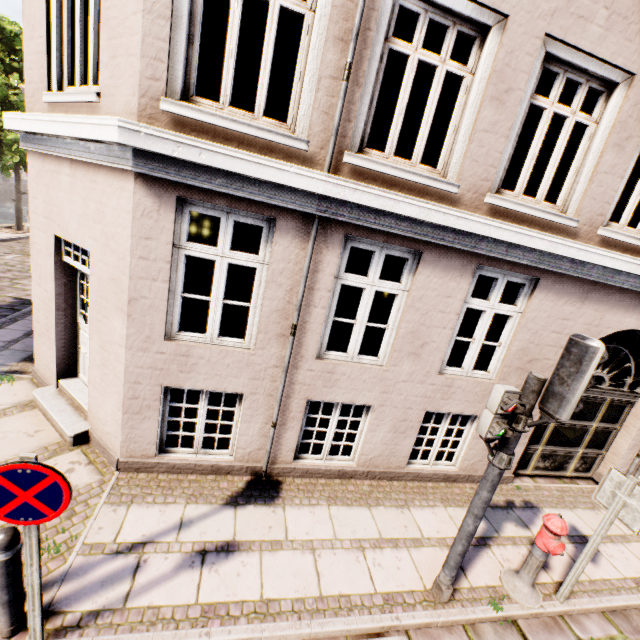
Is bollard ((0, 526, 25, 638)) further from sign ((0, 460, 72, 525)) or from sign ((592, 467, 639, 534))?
sign ((592, 467, 639, 534))

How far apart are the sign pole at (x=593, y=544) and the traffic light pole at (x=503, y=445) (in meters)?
1.63

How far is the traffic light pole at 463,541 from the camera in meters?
3.3 m

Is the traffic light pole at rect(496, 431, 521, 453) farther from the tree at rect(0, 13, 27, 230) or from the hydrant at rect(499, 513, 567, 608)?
the tree at rect(0, 13, 27, 230)

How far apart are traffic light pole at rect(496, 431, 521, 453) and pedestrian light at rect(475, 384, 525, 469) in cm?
2

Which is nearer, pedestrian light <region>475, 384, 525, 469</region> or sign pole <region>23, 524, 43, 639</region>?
sign pole <region>23, 524, 43, 639</region>

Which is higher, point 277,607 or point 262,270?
point 262,270

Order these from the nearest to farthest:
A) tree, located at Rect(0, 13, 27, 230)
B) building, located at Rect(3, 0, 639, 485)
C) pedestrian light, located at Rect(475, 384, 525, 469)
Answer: pedestrian light, located at Rect(475, 384, 525, 469) < building, located at Rect(3, 0, 639, 485) < tree, located at Rect(0, 13, 27, 230)
